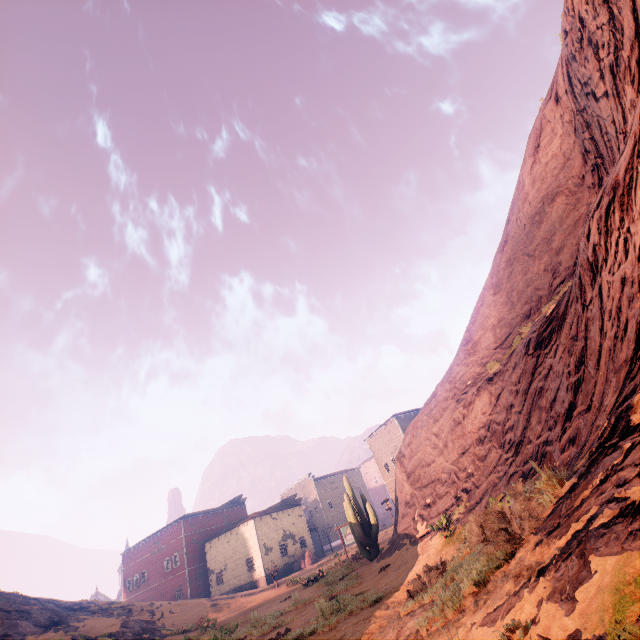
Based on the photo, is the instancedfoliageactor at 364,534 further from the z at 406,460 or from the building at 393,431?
the building at 393,431

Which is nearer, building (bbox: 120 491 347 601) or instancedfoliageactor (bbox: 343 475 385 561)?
instancedfoliageactor (bbox: 343 475 385 561)

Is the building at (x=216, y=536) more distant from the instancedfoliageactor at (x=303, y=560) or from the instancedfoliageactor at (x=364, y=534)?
the instancedfoliageactor at (x=364, y=534)

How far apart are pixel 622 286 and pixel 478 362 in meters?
11.9

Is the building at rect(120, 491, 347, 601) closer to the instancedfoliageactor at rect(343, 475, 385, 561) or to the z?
the z

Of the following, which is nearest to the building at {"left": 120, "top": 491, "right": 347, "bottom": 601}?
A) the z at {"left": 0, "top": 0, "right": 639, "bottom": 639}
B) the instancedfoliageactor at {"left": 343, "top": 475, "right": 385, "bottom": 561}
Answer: the z at {"left": 0, "top": 0, "right": 639, "bottom": 639}

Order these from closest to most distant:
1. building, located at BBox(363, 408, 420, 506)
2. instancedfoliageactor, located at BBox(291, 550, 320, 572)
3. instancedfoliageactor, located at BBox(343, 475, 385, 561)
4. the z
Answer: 1. the z
2. instancedfoliageactor, located at BBox(343, 475, 385, 561)
3. instancedfoliageactor, located at BBox(291, 550, 320, 572)
4. building, located at BBox(363, 408, 420, 506)
